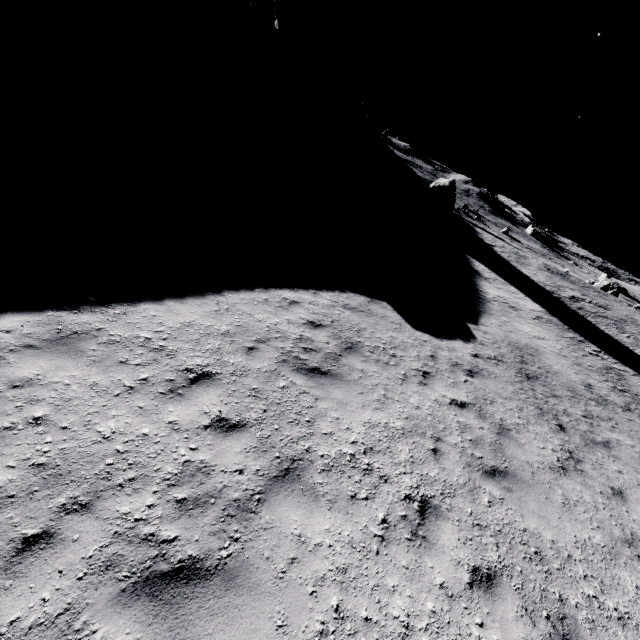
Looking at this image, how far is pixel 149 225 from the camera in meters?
9.7

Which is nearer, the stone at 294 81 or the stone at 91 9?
the stone at 91 9

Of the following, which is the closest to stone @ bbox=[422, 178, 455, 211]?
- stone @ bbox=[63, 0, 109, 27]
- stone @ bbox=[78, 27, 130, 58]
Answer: stone @ bbox=[78, 27, 130, 58]

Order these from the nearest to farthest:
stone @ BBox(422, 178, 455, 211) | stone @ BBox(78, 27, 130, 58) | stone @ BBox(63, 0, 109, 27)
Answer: stone @ BBox(78, 27, 130, 58), stone @ BBox(63, 0, 109, 27), stone @ BBox(422, 178, 455, 211)

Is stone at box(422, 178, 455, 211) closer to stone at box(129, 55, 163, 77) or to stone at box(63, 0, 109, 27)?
stone at box(129, 55, 163, 77)

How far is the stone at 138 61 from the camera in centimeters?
3139cm

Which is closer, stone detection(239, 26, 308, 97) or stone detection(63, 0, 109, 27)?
stone detection(63, 0, 109, 27)
